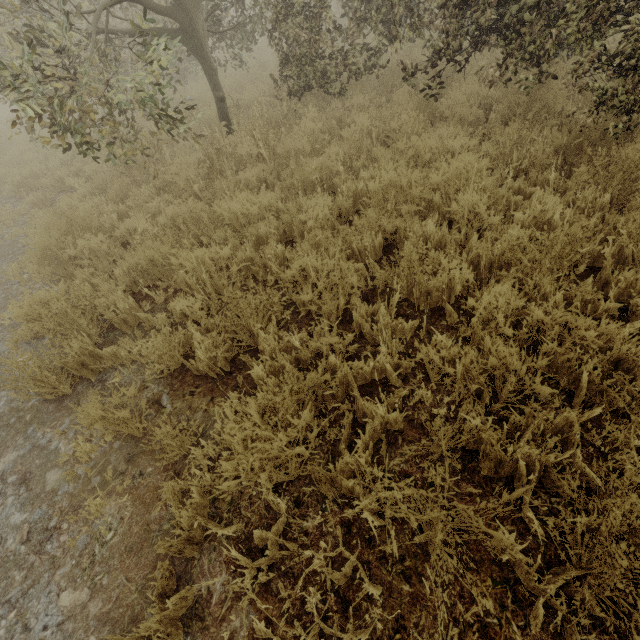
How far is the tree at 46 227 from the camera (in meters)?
4.74

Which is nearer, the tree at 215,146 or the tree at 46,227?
the tree at 215,146

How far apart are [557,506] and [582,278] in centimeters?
220cm

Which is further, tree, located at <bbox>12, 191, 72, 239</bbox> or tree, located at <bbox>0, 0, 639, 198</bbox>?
tree, located at <bbox>12, 191, 72, 239</bbox>

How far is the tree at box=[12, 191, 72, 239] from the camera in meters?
4.7 m
